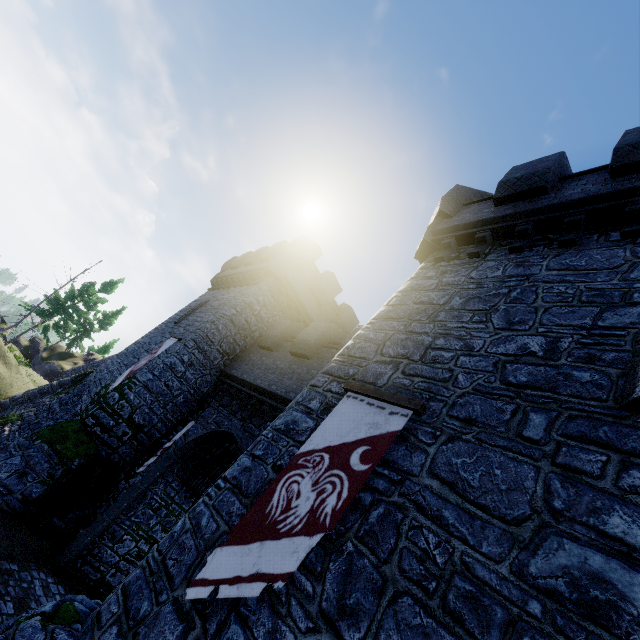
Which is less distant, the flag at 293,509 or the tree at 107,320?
the flag at 293,509

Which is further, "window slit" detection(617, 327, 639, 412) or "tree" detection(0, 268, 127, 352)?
"tree" detection(0, 268, 127, 352)

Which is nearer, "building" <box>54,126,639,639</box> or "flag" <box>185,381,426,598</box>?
"building" <box>54,126,639,639</box>

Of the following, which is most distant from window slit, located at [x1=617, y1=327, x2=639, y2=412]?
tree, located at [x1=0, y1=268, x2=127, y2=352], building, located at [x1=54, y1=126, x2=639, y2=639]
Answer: tree, located at [x1=0, y1=268, x2=127, y2=352]

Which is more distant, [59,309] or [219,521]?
[59,309]

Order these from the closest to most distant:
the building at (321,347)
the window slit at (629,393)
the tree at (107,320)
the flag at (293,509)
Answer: the building at (321,347)
the window slit at (629,393)
the flag at (293,509)
the tree at (107,320)

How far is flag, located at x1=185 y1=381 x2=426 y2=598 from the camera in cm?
412

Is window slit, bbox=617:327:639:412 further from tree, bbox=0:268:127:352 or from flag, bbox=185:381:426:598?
tree, bbox=0:268:127:352
